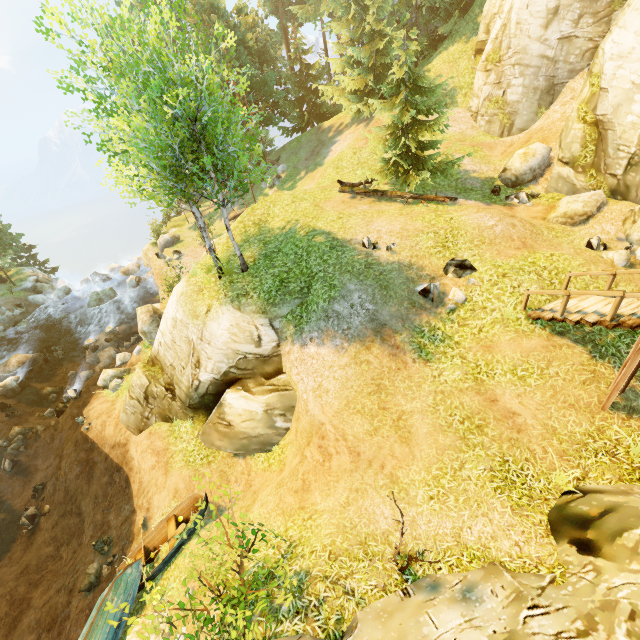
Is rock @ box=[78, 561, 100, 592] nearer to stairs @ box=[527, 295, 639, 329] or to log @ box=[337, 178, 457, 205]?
stairs @ box=[527, 295, 639, 329]

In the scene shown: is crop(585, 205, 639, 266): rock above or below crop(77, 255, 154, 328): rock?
above

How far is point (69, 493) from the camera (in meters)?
15.48

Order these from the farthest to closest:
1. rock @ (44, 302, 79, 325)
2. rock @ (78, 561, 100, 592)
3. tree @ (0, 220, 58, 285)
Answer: tree @ (0, 220, 58, 285)
rock @ (44, 302, 79, 325)
rock @ (78, 561, 100, 592)

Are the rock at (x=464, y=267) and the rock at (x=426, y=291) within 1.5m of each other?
yes

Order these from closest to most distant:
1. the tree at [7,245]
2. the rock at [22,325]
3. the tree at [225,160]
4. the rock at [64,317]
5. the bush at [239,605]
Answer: the bush at [239,605], the tree at [225,160], the rock at [22,325], the rock at [64,317], the tree at [7,245]

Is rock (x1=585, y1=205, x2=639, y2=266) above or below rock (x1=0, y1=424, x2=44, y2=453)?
above

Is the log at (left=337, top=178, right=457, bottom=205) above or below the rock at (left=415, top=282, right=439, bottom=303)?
above
